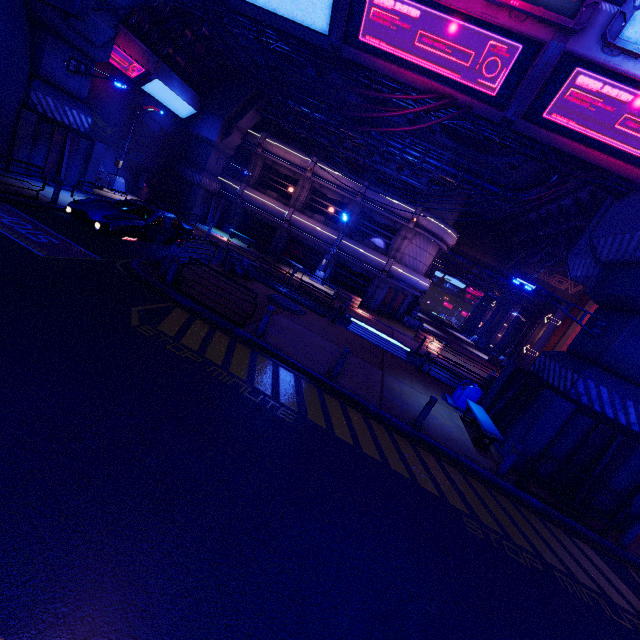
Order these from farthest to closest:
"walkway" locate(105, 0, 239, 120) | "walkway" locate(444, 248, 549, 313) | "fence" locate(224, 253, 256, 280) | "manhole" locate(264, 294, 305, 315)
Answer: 1. "walkway" locate(444, 248, 549, 313)
2. "walkway" locate(105, 0, 239, 120)
3. "fence" locate(224, 253, 256, 280)
4. "manhole" locate(264, 294, 305, 315)

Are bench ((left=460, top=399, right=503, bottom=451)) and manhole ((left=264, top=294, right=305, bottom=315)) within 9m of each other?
yes

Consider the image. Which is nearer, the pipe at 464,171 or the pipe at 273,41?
the pipe at 273,41

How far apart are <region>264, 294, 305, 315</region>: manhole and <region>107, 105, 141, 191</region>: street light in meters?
14.7

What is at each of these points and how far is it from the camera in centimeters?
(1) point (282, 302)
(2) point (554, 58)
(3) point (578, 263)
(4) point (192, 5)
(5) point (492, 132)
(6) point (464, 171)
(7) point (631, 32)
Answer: (1) manhole, 1540cm
(2) walkway, 689cm
(3) walkway, 1486cm
(4) pipe, 1299cm
(5) pipe, 1141cm
(6) pipe, 1917cm
(7) sign, 623cm

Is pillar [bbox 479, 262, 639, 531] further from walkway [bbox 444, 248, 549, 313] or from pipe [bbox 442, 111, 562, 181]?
walkway [bbox 444, 248, 549, 313]

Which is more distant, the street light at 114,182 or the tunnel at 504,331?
the tunnel at 504,331

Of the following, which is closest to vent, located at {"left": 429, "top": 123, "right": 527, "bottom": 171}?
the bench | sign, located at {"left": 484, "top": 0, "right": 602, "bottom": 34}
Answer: sign, located at {"left": 484, "top": 0, "right": 602, "bottom": 34}
